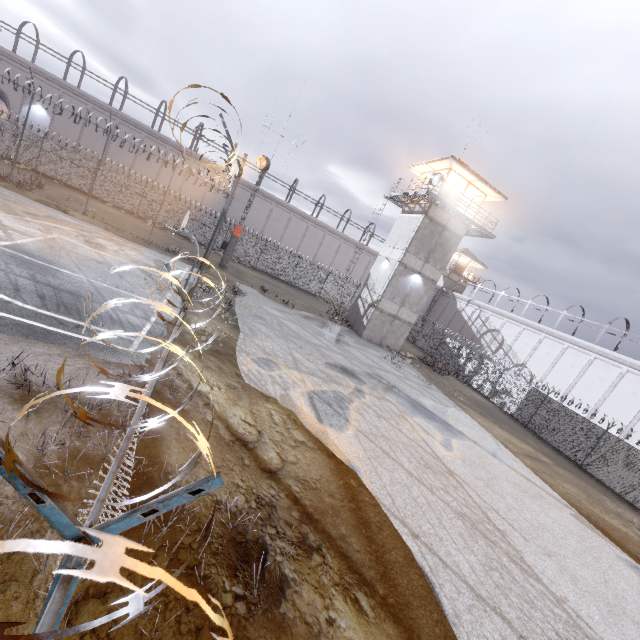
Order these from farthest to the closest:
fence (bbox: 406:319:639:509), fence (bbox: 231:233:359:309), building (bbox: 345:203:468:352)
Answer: fence (bbox: 231:233:359:309) → building (bbox: 345:203:468:352) → fence (bbox: 406:319:639:509)

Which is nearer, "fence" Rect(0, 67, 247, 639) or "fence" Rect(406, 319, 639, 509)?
"fence" Rect(0, 67, 247, 639)

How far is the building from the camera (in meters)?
25.11

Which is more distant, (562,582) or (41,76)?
(41,76)

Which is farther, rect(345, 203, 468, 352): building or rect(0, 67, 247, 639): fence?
rect(345, 203, 468, 352): building

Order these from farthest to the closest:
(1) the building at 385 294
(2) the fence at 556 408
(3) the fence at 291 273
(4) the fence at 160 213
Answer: (3) the fence at 291 273, (1) the building at 385 294, (2) the fence at 556 408, (4) the fence at 160 213

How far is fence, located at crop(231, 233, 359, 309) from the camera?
33.75m

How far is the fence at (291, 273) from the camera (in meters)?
33.75
